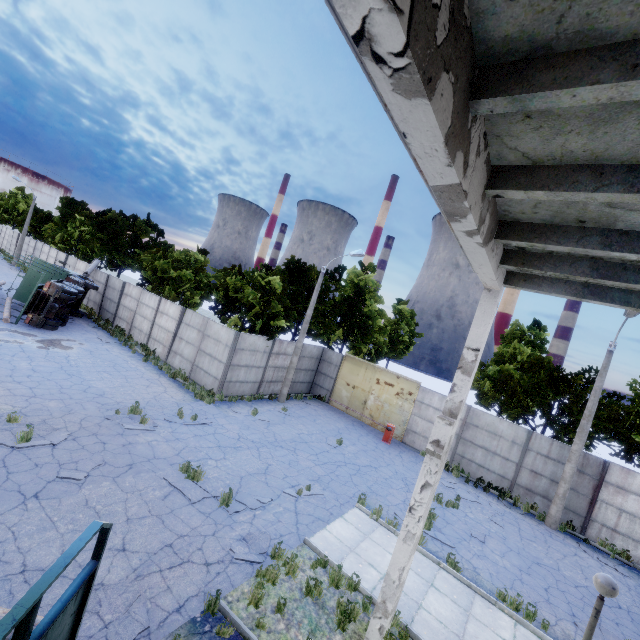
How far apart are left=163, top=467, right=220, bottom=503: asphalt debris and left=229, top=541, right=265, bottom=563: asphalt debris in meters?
0.8

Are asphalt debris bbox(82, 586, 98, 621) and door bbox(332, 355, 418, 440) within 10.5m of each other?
no

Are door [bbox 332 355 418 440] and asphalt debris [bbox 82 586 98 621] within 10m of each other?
no

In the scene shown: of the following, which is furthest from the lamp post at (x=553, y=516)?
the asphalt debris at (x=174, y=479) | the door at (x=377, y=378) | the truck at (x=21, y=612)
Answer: the truck at (x=21, y=612)

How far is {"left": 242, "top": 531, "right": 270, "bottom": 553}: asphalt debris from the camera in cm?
793

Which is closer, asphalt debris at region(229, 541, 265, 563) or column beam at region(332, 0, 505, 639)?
column beam at region(332, 0, 505, 639)

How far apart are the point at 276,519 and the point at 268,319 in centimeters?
1192cm

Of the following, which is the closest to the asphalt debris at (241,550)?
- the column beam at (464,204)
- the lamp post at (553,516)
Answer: the column beam at (464,204)
